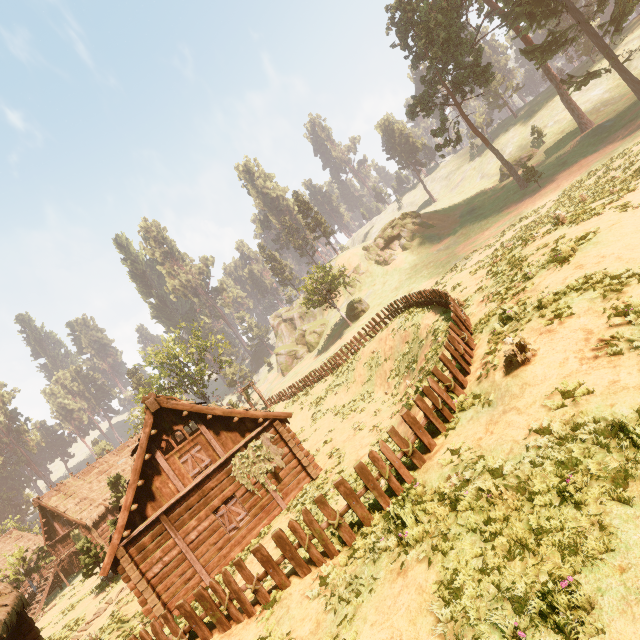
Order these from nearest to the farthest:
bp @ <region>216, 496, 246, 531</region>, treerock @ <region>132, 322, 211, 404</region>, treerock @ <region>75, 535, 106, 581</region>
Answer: bp @ <region>216, 496, 246, 531</region>
treerock @ <region>75, 535, 106, 581</region>
treerock @ <region>132, 322, 211, 404</region>

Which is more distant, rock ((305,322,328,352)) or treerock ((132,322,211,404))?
rock ((305,322,328,352))

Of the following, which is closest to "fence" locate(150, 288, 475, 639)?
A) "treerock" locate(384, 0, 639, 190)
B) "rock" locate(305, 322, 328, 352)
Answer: "treerock" locate(384, 0, 639, 190)

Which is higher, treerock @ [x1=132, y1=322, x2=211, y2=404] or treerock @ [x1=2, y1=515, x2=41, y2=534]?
treerock @ [x1=132, y1=322, x2=211, y2=404]

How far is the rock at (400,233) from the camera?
55.4m

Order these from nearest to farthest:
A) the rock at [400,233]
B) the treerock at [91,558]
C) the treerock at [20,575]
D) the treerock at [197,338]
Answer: the treerock at [91,558] → the treerock at [20,575] → the treerock at [197,338] → the rock at [400,233]

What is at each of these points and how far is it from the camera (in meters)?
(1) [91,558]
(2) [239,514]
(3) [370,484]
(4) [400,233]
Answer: (1) treerock, 21.73
(2) bp, 14.55
(3) fence, 7.78
(4) rock, 57.81

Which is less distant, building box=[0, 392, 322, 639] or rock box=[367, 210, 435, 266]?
building box=[0, 392, 322, 639]
